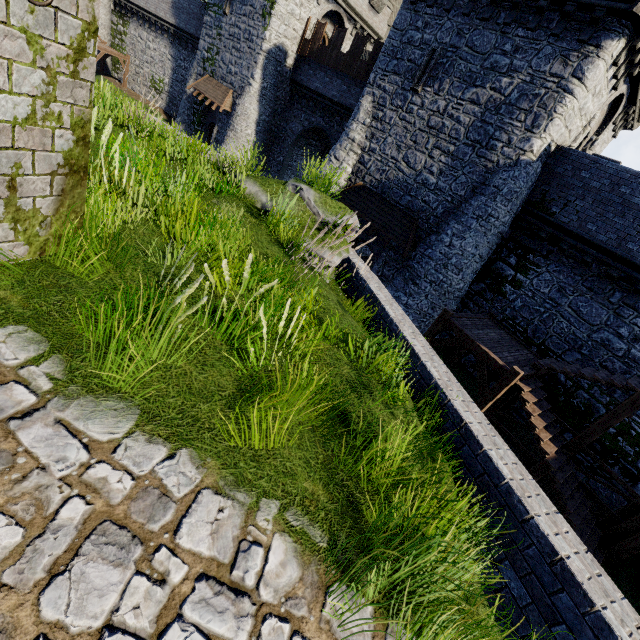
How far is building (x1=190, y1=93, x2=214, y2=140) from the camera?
27.87m

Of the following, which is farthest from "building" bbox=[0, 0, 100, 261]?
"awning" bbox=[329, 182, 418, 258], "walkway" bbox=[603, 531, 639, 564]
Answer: "walkway" bbox=[603, 531, 639, 564]

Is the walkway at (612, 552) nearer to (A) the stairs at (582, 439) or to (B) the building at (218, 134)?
(A) the stairs at (582, 439)

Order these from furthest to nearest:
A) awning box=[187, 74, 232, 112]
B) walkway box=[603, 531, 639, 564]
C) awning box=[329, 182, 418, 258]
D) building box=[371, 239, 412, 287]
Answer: awning box=[187, 74, 232, 112] → building box=[371, 239, 412, 287] → awning box=[329, 182, 418, 258] → walkway box=[603, 531, 639, 564]

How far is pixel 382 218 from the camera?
16.58m

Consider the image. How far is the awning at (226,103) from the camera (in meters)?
24.80

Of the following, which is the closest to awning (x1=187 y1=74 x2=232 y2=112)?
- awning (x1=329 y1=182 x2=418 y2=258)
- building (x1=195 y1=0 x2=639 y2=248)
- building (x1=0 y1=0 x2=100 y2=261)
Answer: building (x1=195 y1=0 x2=639 y2=248)

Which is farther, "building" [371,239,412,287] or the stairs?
"building" [371,239,412,287]
